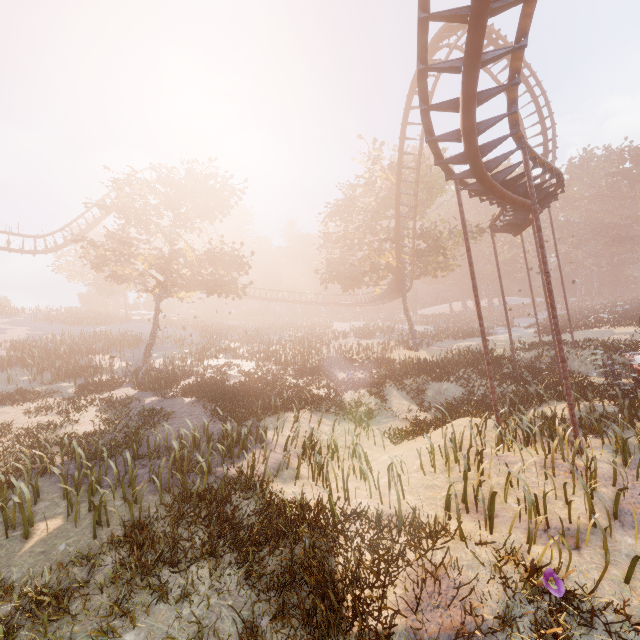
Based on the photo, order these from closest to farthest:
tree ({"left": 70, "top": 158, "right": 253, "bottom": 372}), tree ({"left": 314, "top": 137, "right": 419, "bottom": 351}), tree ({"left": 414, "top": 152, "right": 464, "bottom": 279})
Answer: tree ({"left": 70, "top": 158, "right": 253, "bottom": 372}) → tree ({"left": 414, "top": 152, "right": 464, "bottom": 279}) → tree ({"left": 314, "top": 137, "right": 419, "bottom": 351})

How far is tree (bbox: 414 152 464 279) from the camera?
27.76m

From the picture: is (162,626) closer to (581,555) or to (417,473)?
(417,473)

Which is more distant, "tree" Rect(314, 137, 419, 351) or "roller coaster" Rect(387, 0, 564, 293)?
"tree" Rect(314, 137, 419, 351)

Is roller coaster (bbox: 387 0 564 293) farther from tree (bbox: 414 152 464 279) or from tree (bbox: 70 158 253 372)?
tree (bbox: 70 158 253 372)

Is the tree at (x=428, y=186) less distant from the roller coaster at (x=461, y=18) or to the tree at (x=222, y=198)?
the roller coaster at (x=461, y=18)
